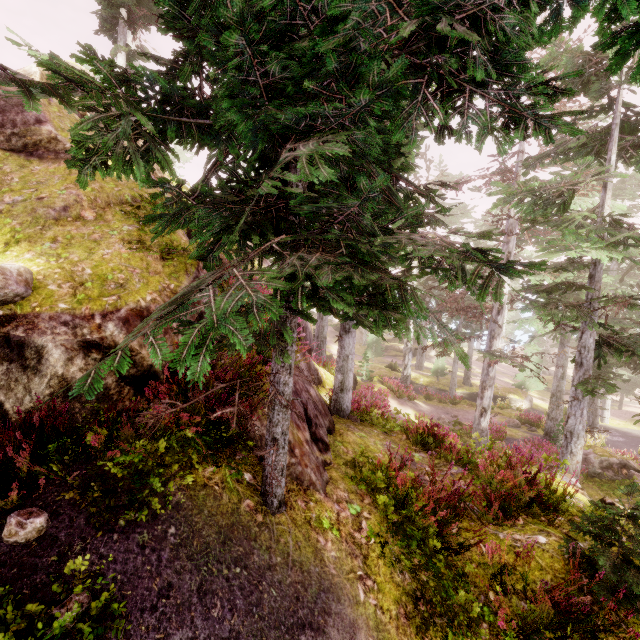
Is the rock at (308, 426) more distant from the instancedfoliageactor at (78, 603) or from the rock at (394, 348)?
the rock at (394, 348)

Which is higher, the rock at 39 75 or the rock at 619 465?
the rock at 39 75

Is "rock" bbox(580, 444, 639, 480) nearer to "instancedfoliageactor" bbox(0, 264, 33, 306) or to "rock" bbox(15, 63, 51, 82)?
"instancedfoliageactor" bbox(0, 264, 33, 306)

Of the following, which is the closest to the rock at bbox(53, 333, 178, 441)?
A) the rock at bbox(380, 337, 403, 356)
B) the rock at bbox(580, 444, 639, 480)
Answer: the rock at bbox(580, 444, 639, 480)

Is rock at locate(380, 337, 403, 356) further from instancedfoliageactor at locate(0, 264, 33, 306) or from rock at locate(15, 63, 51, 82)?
rock at locate(15, 63, 51, 82)

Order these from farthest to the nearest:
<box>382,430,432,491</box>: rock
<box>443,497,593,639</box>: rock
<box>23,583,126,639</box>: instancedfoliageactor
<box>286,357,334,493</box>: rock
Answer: <box>382,430,432,491</box>: rock < <box>286,357,334,493</box>: rock < <box>443,497,593,639</box>: rock < <box>23,583,126,639</box>: instancedfoliageactor

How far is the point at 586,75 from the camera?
8.85m
